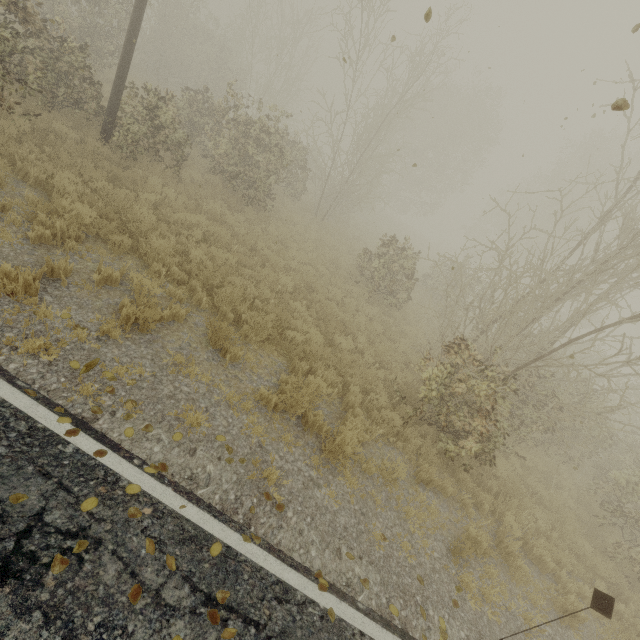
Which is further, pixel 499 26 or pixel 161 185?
pixel 161 185

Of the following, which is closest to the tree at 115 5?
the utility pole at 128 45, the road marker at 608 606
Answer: the utility pole at 128 45

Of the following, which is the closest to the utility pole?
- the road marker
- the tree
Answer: the tree

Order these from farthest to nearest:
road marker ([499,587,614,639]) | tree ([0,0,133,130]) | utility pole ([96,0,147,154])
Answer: utility pole ([96,0,147,154]), tree ([0,0,133,130]), road marker ([499,587,614,639])

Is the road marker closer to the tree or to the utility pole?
the utility pole

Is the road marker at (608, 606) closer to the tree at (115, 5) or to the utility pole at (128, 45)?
the utility pole at (128, 45)
